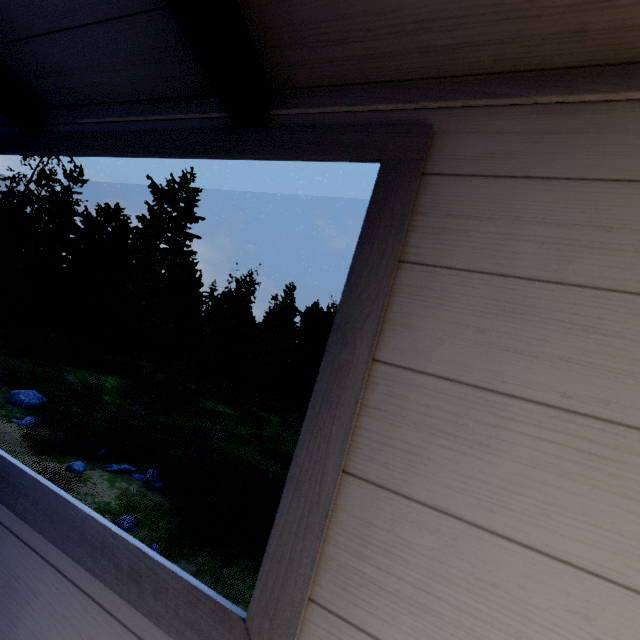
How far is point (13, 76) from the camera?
1.24m
